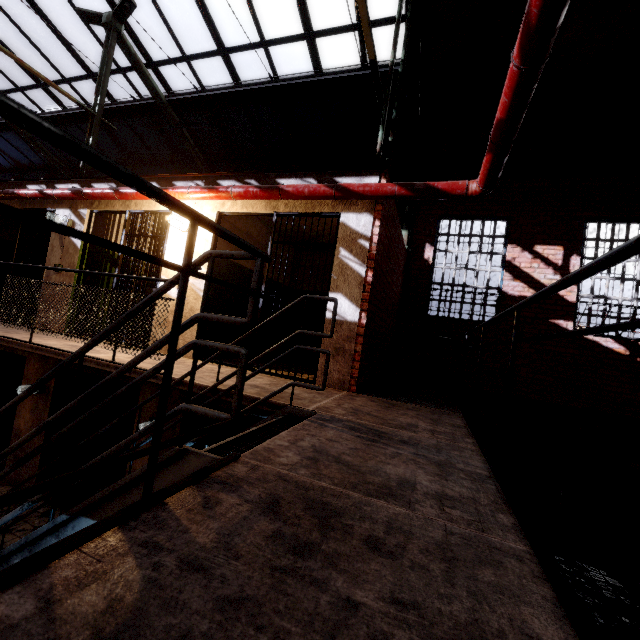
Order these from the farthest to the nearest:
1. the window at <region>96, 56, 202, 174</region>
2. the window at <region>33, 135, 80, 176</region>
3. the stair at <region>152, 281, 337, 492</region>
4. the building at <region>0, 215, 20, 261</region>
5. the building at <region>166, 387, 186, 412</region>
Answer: the window at <region>33, 135, 80, 176</region> < the window at <region>96, 56, 202, 174</region> < the building at <region>0, 215, 20, 261</region> < the building at <region>166, 387, 186, 412</region> < the stair at <region>152, 281, 337, 492</region>

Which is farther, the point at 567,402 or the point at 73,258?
the point at 567,402

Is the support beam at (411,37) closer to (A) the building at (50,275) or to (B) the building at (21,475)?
(A) the building at (50,275)

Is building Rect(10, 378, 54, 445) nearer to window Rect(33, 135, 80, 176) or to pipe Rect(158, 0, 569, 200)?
pipe Rect(158, 0, 569, 200)

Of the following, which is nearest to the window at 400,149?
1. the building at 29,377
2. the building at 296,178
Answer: the building at 296,178

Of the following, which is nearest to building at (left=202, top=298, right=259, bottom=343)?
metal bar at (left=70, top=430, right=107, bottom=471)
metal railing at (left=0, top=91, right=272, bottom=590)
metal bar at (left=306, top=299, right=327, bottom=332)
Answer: metal bar at (left=306, top=299, right=327, bottom=332)

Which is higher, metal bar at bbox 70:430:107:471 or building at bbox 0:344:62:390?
building at bbox 0:344:62:390

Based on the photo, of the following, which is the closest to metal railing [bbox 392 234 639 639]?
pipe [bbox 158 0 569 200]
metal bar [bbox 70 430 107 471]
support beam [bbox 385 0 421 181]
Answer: pipe [bbox 158 0 569 200]
